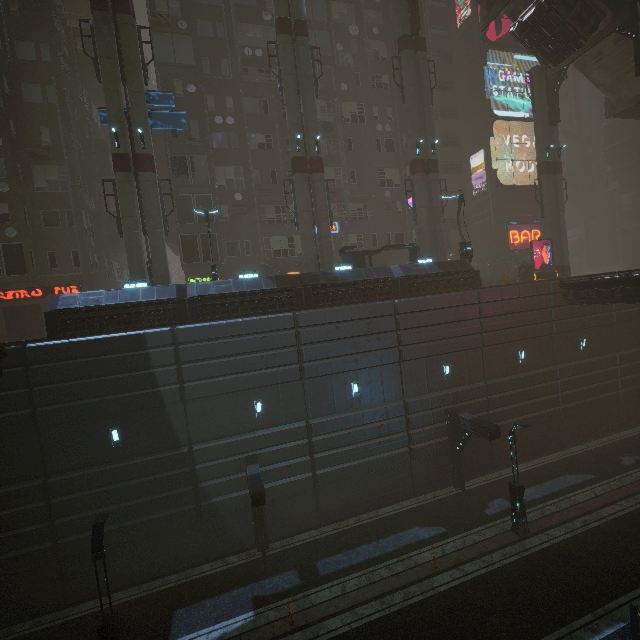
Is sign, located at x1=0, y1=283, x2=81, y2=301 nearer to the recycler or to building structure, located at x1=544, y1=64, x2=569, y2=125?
the recycler

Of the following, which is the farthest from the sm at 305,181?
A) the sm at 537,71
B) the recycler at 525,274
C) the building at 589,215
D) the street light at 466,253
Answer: the building at 589,215

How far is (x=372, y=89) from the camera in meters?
30.4 m

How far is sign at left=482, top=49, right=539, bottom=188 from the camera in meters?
32.9 m

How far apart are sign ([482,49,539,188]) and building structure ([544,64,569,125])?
5.5m

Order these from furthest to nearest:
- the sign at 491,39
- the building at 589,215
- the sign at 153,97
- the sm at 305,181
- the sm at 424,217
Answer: the building at 589,215 < the sign at 491,39 < the sm at 424,217 < the sm at 305,181 < the sign at 153,97

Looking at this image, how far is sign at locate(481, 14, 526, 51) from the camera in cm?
3266

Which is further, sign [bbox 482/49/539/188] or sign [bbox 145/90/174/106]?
sign [bbox 482/49/539/188]
